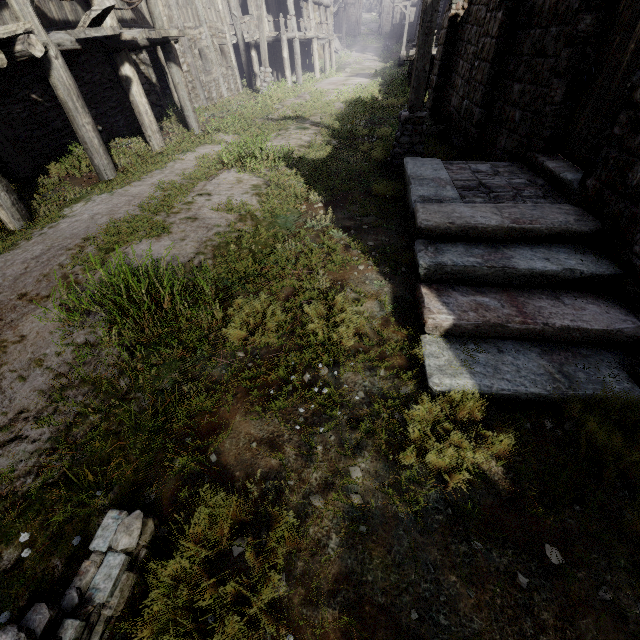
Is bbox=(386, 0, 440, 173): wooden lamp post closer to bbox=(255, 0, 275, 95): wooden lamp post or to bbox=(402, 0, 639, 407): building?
bbox=(402, 0, 639, 407): building

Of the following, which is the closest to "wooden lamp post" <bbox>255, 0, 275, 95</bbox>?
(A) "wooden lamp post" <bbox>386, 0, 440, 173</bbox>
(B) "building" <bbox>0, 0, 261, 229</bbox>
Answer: (B) "building" <bbox>0, 0, 261, 229</bbox>

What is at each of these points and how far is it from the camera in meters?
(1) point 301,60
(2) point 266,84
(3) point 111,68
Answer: (1) building, 28.9
(2) wooden lamp post, 17.7
(3) building, 10.2

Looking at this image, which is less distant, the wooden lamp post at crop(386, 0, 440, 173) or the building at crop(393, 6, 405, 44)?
the wooden lamp post at crop(386, 0, 440, 173)

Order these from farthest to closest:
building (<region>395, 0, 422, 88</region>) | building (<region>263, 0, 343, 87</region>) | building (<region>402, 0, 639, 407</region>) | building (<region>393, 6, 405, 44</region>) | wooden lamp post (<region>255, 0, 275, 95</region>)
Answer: building (<region>393, 6, 405, 44</region>) < building (<region>263, 0, 343, 87</region>) < building (<region>395, 0, 422, 88</region>) < wooden lamp post (<region>255, 0, 275, 95</region>) < building (<region>402, 0, 639, 407</region>)

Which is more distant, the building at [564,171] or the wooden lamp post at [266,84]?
the wooden lamp post at [266,84]

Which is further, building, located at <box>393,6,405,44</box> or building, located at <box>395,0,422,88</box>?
building, located at <box>393,6,405,44</box>

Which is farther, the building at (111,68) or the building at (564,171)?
the building at (111,68)
